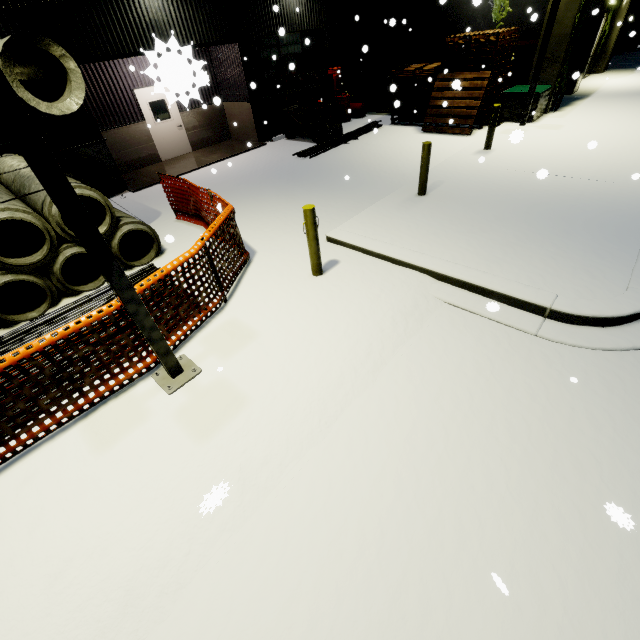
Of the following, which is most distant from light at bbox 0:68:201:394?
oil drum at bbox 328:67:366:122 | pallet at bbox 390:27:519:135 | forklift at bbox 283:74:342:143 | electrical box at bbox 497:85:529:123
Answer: oil drum at bbox 328:67:366:122

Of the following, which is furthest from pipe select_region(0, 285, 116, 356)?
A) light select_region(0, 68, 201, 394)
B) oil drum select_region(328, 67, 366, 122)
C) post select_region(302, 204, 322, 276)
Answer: oil drum select_region(328, 67, 366, 122)

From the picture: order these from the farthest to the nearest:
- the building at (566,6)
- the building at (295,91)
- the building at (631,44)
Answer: the building at (631,44) → the building at (295,91) → the building at (566,6)

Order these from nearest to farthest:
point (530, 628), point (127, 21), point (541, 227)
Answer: point (530, 628), point (541, 227), point (127, 21)

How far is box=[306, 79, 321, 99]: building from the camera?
15.1m

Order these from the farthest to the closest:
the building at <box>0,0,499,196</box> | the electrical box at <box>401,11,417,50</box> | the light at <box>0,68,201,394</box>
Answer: the electrical box at <box>401,11,417,50</box>, the building at <box>0,0,499,196</box>, the light at <box>0,68,201,394</box>

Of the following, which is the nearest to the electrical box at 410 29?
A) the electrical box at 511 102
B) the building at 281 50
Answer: the building at 281 50

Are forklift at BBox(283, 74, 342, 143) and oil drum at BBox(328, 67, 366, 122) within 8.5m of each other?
yes
